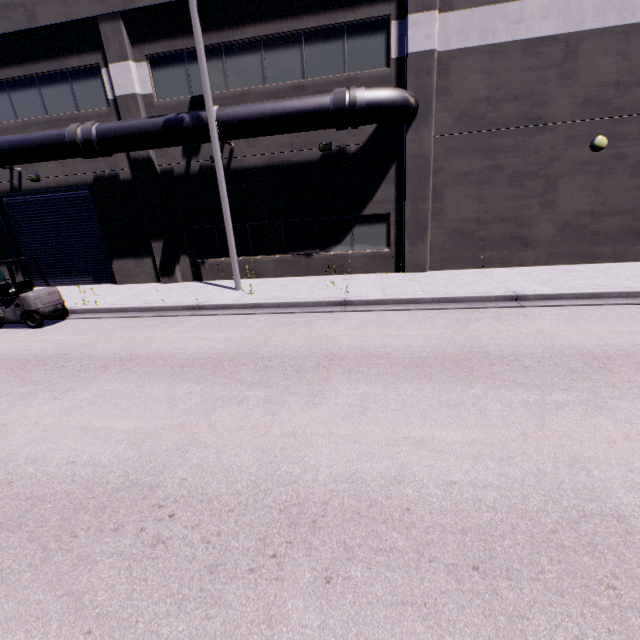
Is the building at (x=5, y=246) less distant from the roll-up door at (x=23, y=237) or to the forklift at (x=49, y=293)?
the roll-up door at (x=23, y=237)

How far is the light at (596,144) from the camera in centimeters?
1086cm

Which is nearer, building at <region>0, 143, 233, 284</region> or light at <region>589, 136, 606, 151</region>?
light at <region>589, 136, 606, 151</region>

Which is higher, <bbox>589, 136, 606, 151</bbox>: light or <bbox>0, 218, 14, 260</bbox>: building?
<bbox>589, 136, 606, 151</bbox>: light

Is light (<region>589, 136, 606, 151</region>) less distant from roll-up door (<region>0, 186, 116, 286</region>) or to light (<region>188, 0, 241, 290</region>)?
light (<region>188, 0, 241, 290</region>)

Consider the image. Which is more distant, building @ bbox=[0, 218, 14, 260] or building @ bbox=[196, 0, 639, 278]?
building @ bbox=[0, 218, 14, 260]

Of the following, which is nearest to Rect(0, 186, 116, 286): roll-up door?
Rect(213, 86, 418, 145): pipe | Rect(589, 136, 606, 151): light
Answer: Rect(213, 86, 418, 145): pipe

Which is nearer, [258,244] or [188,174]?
[188,174]
